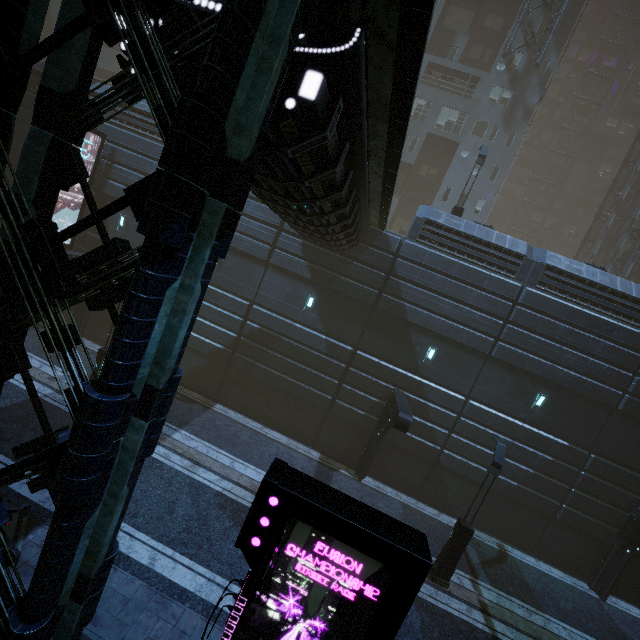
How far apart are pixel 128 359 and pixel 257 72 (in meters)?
3.50

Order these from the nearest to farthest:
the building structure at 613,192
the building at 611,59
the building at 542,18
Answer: the building at 542,18, the building structure at 613,192, the building at 611,59

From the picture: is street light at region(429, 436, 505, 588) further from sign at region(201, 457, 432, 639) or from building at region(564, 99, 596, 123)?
sign at region(201, 457, 432, 639)

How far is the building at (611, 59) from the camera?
46.6 meters

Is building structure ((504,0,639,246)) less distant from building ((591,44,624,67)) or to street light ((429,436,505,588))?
building ((591,44,624,67))

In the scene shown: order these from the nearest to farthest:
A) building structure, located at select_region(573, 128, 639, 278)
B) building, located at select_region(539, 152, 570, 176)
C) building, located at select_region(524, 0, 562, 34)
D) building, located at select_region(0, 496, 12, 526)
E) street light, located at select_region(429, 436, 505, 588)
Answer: building, located at select_region(0, 496, 12, 526) → street light, located at select_region(429, 436, 505, 588) → building, located at select_region(524, 0, 562, 34) → building structure, located at select_region(573, 128, 639, 278) → building, located at select_region(539, 152, 570, 176)

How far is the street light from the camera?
11.4 meters
